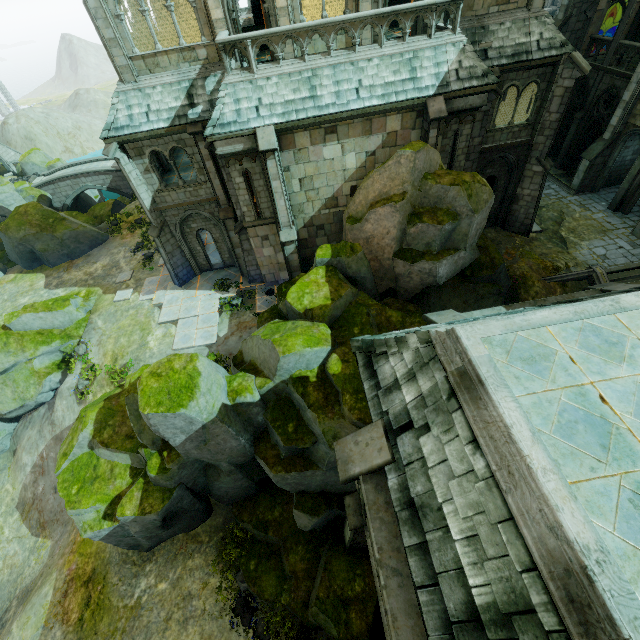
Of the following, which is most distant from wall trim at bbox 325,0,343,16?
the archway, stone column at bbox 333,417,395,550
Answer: stone column at bbox 333,417,395,550

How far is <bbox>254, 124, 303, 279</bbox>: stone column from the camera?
12.7 meters

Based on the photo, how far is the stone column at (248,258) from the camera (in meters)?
14.39

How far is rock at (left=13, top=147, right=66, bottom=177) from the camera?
37.04m

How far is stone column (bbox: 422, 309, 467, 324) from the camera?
6.95m

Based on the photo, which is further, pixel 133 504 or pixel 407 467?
pixel 133 504

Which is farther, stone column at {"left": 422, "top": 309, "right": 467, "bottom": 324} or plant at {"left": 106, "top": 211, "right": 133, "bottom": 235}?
plant at {"left": 106, "top": 211, "right": 133, "bottom": 235}

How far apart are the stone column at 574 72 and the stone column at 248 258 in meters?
16.3
